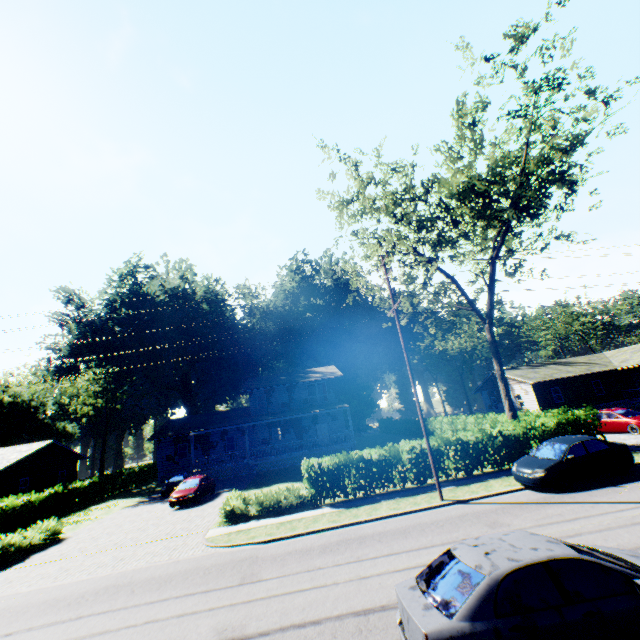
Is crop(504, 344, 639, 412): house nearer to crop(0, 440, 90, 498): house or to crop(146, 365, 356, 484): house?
crop(146, 365, 356, 484): house

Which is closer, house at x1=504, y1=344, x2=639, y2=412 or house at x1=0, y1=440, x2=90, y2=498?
house at x1=0, y1=440, x2=90, y2=498

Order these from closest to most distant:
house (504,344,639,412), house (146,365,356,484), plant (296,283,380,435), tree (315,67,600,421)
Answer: tree (315,67,600,421)
house (146,365,356,484)
house (504,344,639,412)
plant (296,283,380,435)

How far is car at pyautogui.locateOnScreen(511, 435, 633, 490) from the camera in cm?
1290

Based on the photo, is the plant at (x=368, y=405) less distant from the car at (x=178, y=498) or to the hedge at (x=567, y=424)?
the car at (x=178, y=498)

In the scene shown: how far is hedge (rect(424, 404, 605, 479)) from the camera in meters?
17.3

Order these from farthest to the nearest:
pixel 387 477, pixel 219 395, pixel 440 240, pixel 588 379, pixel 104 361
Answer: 1. pixel 104 361
2. pixel 219 395
3. pixel 588 379
4. pixel 440 240
5. pixel 387 477

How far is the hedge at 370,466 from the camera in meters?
16.1
